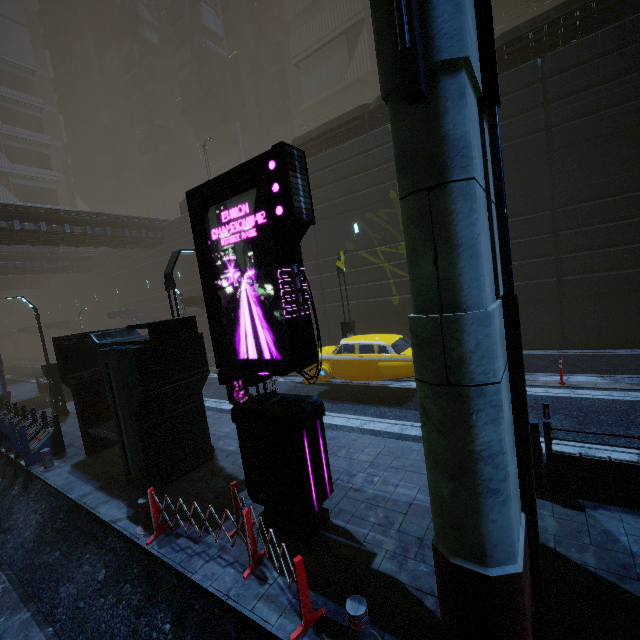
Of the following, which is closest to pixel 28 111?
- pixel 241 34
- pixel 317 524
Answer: pixel 241 34

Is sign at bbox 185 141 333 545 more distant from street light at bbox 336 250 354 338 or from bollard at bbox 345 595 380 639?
street light at bbox 336 250 354 338

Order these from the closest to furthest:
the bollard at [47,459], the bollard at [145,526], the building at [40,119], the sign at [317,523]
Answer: the sign at [317,523]
the bollard at [145,526]
the building at [40,119]
the bollard at [47,459]

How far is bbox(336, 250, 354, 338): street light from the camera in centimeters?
1399cm

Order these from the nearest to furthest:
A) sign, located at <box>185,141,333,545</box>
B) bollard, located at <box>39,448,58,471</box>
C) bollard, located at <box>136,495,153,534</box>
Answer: sign, located at <box>185,141,333,545</box> → bollard, located at <box>136,495,153,534</box> → bollard, located at <box>39,448,58,471</box>

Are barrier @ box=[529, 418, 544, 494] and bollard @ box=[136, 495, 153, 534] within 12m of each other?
yes

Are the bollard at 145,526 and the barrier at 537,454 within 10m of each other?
yes

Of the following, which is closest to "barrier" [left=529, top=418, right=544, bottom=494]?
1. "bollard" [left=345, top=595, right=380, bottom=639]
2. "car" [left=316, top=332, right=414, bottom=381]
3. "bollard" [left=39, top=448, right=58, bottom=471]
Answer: "car" [left=316, top=332, right=414, bottom=381]
